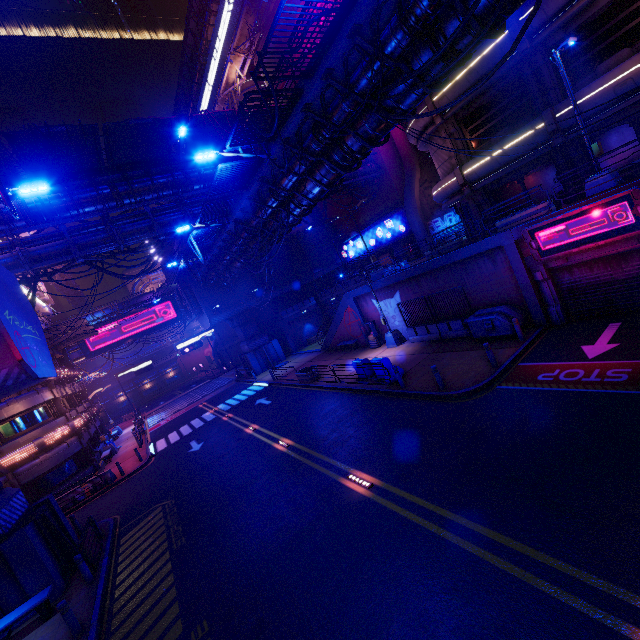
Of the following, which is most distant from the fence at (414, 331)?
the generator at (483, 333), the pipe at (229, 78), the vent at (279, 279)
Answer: the pipe at (229, 78)

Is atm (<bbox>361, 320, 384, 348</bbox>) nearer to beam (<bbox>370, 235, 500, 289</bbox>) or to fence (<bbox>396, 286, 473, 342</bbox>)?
beam (<bbox>370, 235, 500, 289</bbox>)

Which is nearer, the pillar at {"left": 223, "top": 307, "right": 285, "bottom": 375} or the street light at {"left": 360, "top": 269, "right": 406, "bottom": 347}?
the street light at {"left": 360, "top": 269, "right": 406, "bottom": 347}

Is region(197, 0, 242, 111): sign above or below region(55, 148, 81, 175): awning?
above

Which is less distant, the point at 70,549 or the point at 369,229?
the point at 70,549

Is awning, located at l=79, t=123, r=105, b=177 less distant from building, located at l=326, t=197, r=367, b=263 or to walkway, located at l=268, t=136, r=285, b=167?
walkway, located at l=268, t=136, r=285, b=167

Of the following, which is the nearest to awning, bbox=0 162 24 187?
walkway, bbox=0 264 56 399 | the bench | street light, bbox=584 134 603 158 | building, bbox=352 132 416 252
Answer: walkway, bbox=0 264 56 399

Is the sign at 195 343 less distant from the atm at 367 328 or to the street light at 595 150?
the atm at 367 328
